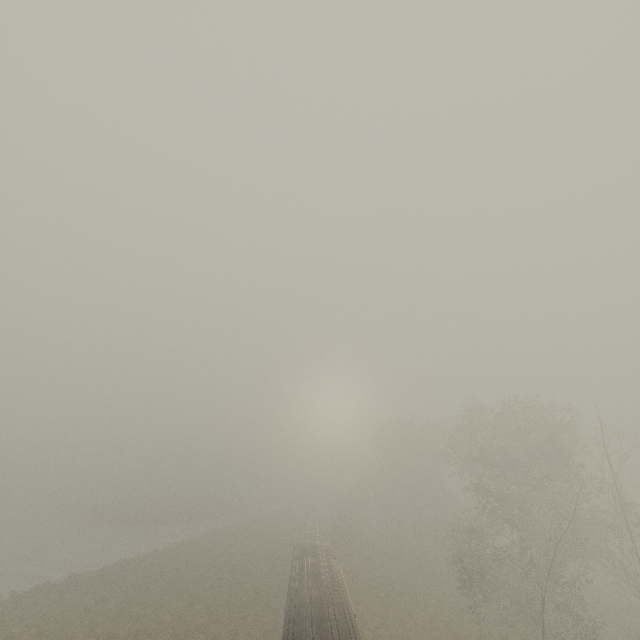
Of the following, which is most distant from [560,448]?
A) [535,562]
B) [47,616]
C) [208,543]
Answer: [208,543]
